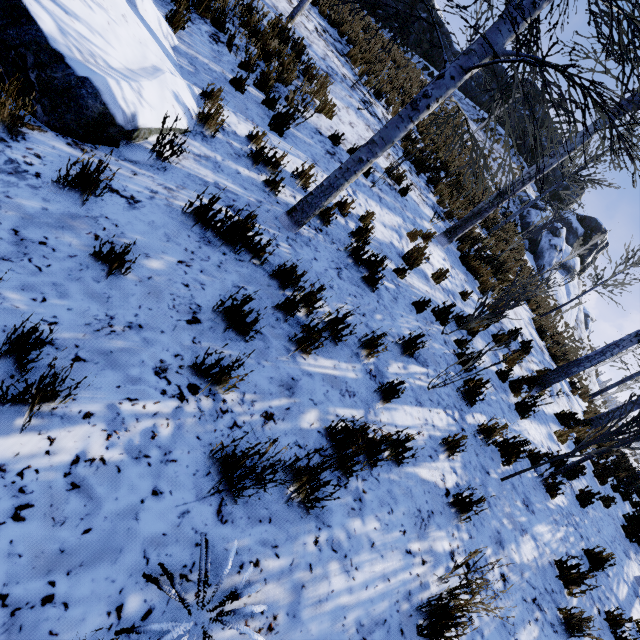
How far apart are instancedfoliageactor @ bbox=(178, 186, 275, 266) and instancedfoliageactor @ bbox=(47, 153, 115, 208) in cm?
64

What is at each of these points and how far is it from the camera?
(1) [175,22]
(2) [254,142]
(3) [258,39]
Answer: (1) instancedfoliageactor, 4.7m
(2) instancedfoliageactor, 4.5m
(3) instancedfoliageactor, 6.1m

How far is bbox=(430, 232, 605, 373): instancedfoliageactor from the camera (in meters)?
5.22

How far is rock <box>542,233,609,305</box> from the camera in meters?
24.4

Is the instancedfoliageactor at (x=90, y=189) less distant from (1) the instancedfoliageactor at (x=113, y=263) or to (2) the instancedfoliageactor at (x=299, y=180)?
(1) the instancedfoliageactor at (x=113, y=263)

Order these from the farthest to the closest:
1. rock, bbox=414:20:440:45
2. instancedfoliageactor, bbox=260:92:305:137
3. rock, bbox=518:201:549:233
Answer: rock, bbox=414:20:440:45 → rock, bbox=518:201:549:233 → instancedfoliageactor, bbox=260:92:305:137

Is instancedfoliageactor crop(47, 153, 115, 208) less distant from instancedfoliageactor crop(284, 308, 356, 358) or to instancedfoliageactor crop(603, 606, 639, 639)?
instancedfoliageactor crop(284, 308, 356, 358)

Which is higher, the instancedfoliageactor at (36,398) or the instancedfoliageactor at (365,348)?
the instancedfoliageactor at (365,348)
